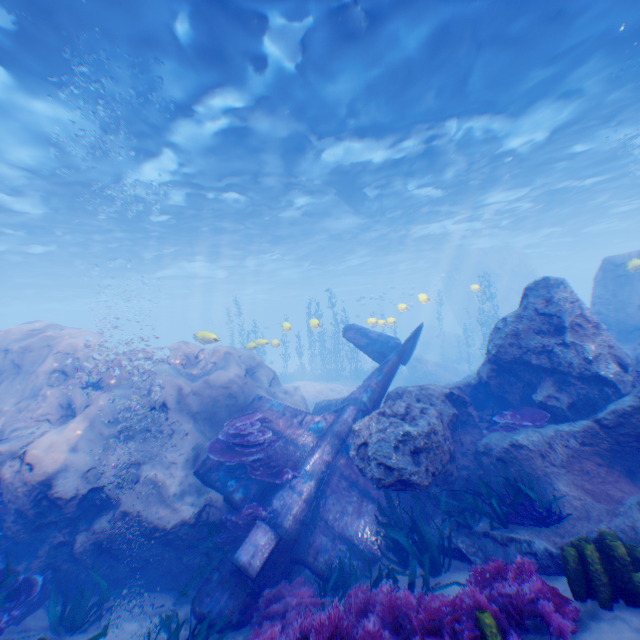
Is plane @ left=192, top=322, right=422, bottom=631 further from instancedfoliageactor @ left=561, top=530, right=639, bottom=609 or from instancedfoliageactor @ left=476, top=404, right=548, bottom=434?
instancedfoliageactor @ left=476, top=404, right=548, bottom=434

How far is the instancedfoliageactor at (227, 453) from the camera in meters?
7.4

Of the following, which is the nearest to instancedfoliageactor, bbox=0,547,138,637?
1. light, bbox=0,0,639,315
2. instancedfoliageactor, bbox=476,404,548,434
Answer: light, bbox=0,0,639,315

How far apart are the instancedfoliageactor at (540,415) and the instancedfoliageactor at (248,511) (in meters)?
5.32

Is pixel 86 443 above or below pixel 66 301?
below

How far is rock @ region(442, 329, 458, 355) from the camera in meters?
37.5

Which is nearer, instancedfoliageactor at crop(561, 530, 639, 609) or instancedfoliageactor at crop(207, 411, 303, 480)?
instancedfoliageactor at crop(561, 530, 639, 609)

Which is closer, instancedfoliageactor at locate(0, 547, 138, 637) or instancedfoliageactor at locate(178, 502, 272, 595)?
instancedfoliageactor at locate(0, 547, 138, 637)
